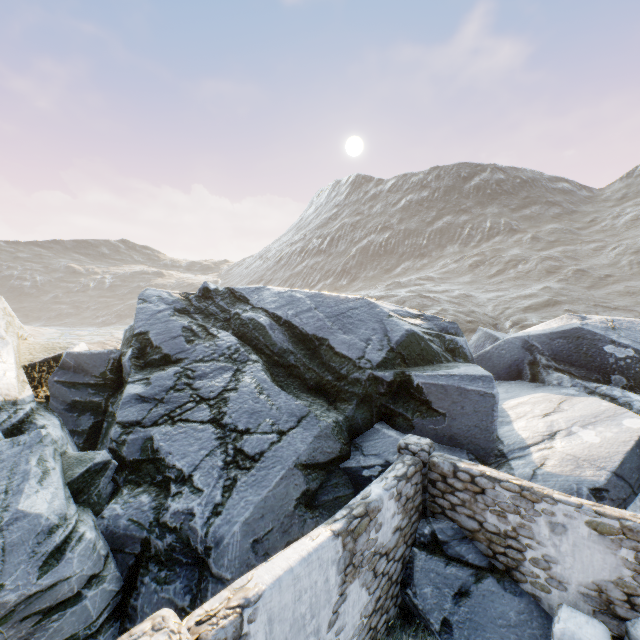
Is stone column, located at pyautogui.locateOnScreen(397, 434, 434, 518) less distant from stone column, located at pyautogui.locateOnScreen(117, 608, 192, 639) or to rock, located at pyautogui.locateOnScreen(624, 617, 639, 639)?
rock, located at pyautogui.locateOnScreen(624, 617, 639, 639)

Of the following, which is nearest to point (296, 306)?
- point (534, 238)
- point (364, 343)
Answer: point (364, 343)

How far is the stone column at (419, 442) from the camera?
7.30m

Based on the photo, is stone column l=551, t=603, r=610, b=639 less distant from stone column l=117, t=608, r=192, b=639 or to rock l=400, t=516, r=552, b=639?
rock l=400, t=516, r=552, b=639

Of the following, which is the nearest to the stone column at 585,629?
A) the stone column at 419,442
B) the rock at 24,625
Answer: the rock at 24,625

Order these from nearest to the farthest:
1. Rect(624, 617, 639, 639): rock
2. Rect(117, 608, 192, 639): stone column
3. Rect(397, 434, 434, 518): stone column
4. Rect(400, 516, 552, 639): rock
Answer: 1. Rect(117, 608, 192, 639): stone column
2. Rect(624, 617, 639, 639): rock
3. Rect(400, 516, 552, 639): rock
4. Rect(397, 434, 434, 518): stone column

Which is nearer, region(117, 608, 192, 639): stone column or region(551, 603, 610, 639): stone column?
region(117, 608, 192, 639): stone column

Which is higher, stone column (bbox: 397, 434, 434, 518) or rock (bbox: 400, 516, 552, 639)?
stone column (bbox: 397, 434, 434, 518)
